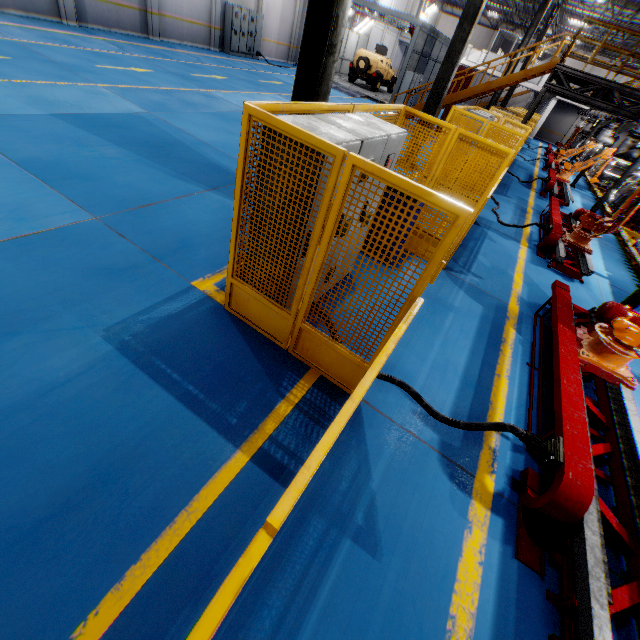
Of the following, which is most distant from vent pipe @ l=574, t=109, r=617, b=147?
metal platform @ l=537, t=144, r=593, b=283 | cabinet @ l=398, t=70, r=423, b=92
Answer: cabinet @ l=398, t=70, r=423, b=92

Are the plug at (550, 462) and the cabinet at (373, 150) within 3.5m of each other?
yes

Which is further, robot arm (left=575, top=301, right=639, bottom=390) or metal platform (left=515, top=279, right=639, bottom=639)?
robot arm (left=575, top=301, right=639, bottom=390)

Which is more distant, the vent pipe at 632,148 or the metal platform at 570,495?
the vent pipe at 632,148

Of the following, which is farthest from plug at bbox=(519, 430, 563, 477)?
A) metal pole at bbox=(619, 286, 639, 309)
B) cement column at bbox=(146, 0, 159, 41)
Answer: cement column at bbox=(146, 0, 159, 41)

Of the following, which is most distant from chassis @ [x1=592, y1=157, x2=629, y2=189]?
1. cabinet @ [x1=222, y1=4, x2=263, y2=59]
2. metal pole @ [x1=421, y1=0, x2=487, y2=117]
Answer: cabinet @ [x1=222, y1=4, x2=263, y2=59]

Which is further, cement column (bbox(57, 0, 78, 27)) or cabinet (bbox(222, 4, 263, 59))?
cabinet (bbox(222, 4, 263, 59))

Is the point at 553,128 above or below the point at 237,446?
above
